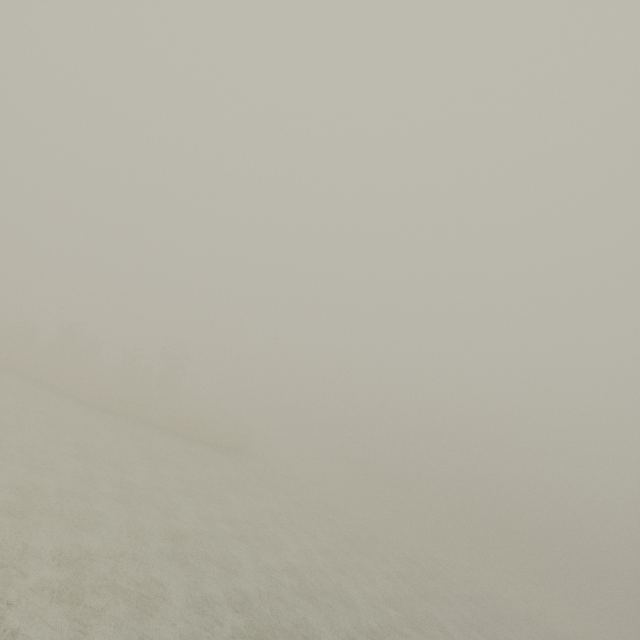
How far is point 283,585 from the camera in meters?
17.3
